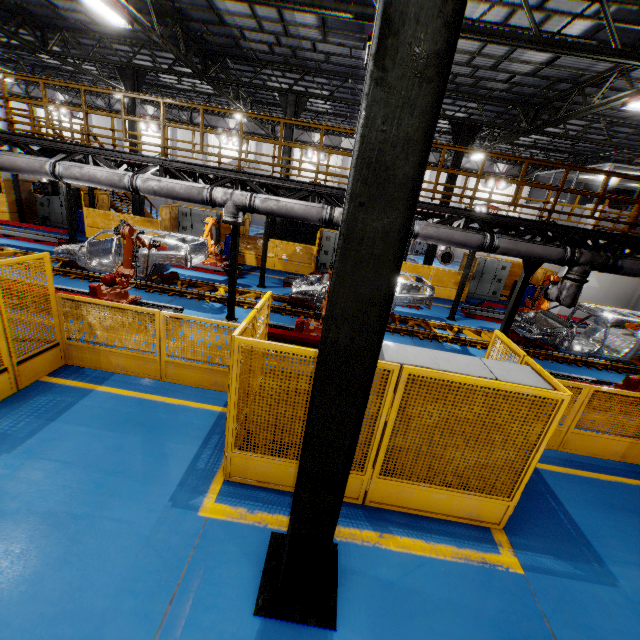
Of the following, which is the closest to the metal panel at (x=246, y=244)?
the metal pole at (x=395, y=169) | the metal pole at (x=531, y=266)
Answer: the metal pole at (x=395, y=169)

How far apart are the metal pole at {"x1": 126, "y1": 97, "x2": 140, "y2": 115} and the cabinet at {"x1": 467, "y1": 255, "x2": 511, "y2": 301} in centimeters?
1770cm

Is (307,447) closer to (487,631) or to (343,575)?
(343,575)

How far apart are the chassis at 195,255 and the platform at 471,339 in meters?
0.0

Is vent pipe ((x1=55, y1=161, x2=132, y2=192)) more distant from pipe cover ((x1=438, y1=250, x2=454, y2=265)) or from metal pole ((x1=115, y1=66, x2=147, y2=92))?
metal pole ((x1=115, y1=66, x2=147, y2=92))

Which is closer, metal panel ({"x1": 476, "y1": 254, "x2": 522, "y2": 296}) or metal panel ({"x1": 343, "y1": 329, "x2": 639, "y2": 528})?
metal panel ({"x1": 343, "y1": 329, "x2": 639, "y2": 528})

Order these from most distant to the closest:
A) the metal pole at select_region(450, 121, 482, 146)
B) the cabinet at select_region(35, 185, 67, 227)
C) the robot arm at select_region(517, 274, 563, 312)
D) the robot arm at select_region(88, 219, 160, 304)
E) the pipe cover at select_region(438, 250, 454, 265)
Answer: the cabinet at select_region(35, 185, 67, 227), the metal pole at select_region(450, 121, 482, 146), the robot arm at select_region(517, 274, 563, 312), the pipe cover at select_region(438, 250, 454, 265), the robot arm at select_region(88, 219, 160, 304)

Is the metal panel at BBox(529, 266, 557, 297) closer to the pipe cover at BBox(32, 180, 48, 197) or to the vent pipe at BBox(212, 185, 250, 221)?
the vent pipe at BBox(212, 185, 250, 221)
